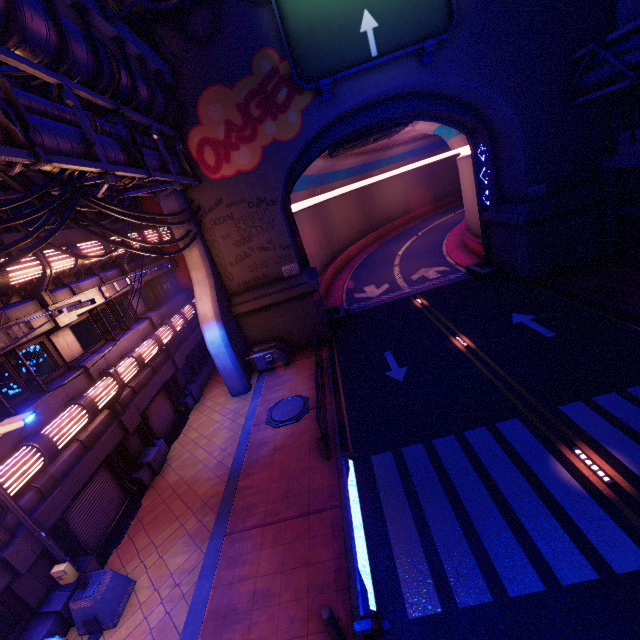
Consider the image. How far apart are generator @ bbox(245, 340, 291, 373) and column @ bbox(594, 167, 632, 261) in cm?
1880

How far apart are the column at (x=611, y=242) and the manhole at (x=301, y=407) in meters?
18.5 m

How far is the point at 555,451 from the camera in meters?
9.1 m

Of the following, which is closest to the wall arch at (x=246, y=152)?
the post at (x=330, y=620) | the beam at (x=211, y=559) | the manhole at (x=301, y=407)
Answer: the beam at (x=211, y=559)

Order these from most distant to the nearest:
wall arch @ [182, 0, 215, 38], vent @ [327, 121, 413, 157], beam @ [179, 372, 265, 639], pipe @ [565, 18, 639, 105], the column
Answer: vent @ [327, 121, 413, 157] → the column → wall arch @ [182, 0, 215, 38] → pipe @ [565, 18, 639, 105] → beam @ [179, 372, 265, 639]

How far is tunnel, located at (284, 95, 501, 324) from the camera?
19.3m

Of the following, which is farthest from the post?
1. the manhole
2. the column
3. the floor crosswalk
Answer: the column

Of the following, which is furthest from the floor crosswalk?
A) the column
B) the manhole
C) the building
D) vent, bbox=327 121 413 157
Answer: the building
